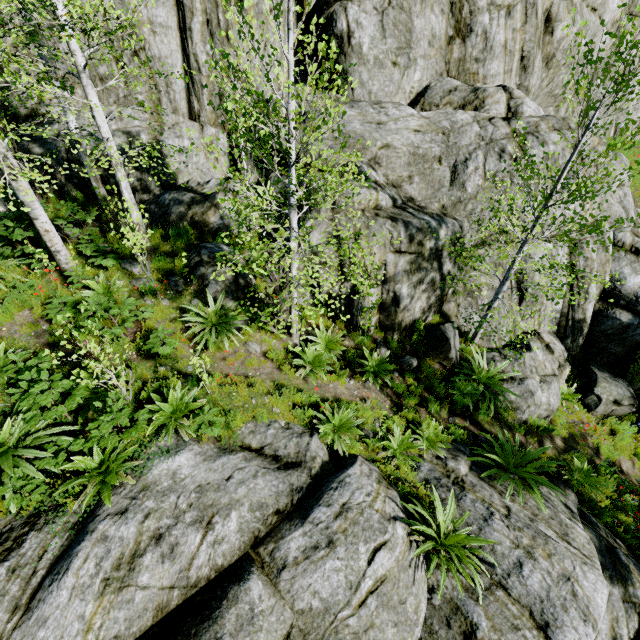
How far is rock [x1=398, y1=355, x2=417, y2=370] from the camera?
8.77m

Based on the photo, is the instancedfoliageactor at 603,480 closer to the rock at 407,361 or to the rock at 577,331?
the rock at 577,331

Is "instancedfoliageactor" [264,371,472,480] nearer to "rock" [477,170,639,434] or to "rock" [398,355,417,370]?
"rock" [477,170,639,434]

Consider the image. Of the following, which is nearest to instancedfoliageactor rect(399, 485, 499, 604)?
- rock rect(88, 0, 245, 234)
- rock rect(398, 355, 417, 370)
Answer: rock rect(88, 0, 245, 234)

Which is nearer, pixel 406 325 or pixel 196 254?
pixel 196 254

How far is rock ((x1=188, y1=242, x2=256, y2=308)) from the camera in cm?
788

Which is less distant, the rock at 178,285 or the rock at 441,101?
the rock at 178,285
